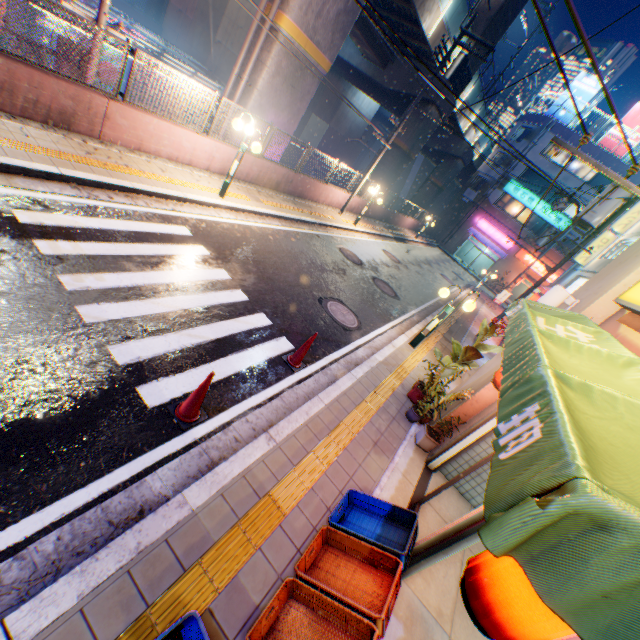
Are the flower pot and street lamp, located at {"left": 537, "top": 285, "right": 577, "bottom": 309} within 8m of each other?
yes

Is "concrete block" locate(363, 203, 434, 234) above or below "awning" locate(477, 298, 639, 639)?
below

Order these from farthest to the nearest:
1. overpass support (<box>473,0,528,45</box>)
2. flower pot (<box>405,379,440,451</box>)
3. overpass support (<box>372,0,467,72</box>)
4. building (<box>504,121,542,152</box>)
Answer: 1. building (<box>504,121,542,152</box>)
2. overpass support (<box>473,0,528,45</box>)
3. overpass support (<box>372,0,467,72</box>)
4. flower pot (<box>405,379,440,451</box>)

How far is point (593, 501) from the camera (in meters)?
0.86

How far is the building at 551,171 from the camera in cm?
3244

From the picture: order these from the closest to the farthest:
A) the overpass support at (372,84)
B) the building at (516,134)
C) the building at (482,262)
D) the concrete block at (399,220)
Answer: the overpass support at (372,84), the concrete block at (399,220), the building at (516,134), the building at (482,262)

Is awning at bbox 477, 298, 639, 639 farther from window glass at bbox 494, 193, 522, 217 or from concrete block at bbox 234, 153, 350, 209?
window glass at bbox 494, 193, 522, 217

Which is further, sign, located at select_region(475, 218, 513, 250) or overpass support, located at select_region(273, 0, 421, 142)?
sign, located at select_region(475, 218, 513, 250)
